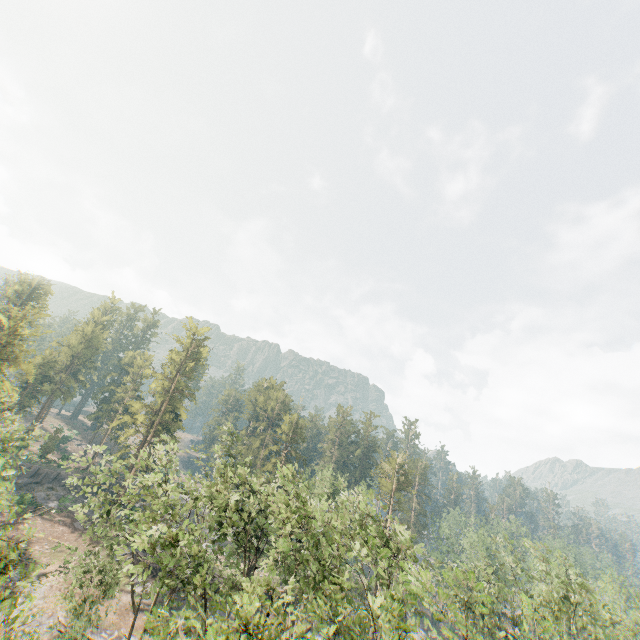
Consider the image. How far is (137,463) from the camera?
27.8 meters

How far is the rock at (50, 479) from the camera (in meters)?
50.84

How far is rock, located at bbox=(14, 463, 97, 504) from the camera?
50.8 meters

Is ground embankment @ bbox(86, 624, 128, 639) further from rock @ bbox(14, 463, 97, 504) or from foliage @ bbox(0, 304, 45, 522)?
rock @ bbox(14, 463, 97, 504)

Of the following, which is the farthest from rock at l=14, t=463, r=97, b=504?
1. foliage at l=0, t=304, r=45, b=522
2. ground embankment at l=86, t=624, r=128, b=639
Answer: ground embankment at l=86, t=624, r=128, b=639

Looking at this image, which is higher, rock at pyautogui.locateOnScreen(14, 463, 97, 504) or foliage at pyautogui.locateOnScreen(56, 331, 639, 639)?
foliage at pyautogui.locateOnScreen(56, 331, 639, 639)

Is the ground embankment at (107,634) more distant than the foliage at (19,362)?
Yes
